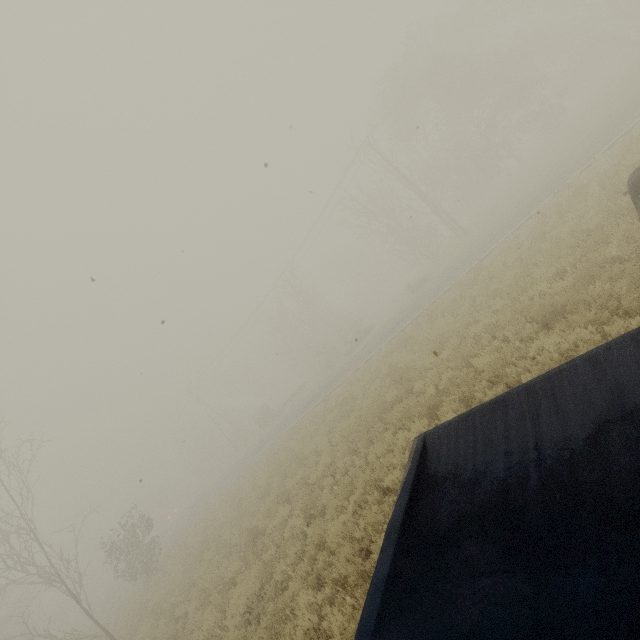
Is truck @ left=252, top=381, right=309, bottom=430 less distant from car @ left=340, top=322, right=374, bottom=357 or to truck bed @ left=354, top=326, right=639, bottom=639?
car @ left=340, top=322, right=374, bottom=357

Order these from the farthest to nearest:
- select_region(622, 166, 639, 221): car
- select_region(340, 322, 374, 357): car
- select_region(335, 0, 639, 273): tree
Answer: select_region(340, 322, 374, 357): car → select_region(335, 0, 639, 273): tree → select_region(622, 166, 639, 221): car

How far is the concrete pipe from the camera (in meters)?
54.87

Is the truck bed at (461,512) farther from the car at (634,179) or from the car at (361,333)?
the car at (361,333)

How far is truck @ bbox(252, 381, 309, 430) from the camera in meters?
37.9 m

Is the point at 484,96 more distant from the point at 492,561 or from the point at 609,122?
the point at 492,561

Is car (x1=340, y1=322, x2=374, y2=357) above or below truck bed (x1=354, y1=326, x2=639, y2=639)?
below

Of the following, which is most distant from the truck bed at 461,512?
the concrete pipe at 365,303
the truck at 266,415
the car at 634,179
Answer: the concrete pipe at 365,303
